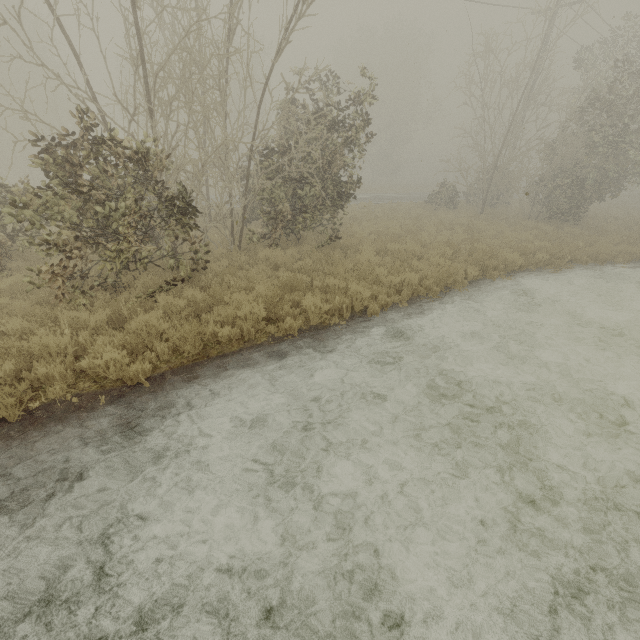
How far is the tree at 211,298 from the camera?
7.0m

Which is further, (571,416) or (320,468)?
(571,416)

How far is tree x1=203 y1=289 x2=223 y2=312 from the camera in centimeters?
698cm
